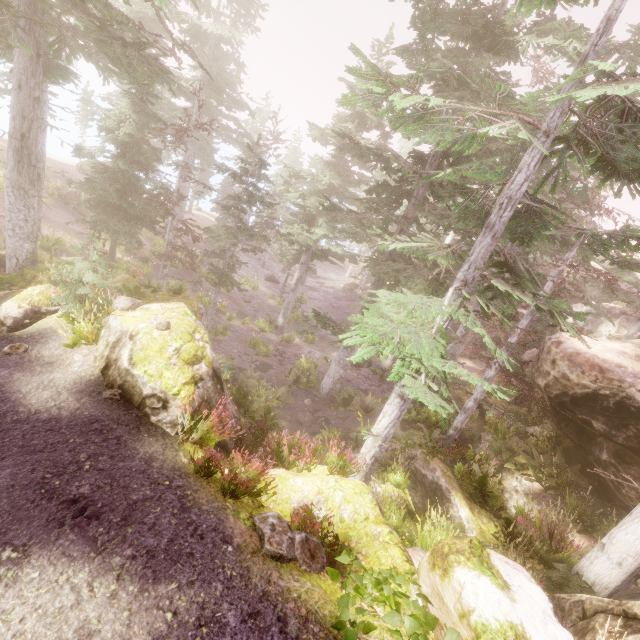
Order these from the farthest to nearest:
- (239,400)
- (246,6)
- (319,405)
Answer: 1. (246,6)
2. (319,405)
3. (239,400)

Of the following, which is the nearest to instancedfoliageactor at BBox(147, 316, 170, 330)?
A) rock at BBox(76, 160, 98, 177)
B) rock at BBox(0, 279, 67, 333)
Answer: rock at BBox(0, 279, 67, 333)

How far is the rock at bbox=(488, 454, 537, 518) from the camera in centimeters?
1172cm

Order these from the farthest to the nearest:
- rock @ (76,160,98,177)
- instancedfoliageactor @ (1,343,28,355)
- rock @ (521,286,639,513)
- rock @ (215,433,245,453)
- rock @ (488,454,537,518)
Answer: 1. rock @ (76,160,98,177)
2. rock @ (488,454,537,518)
3. rock @ (521,286,639,513)
4. rock @ (215,433,245,453)
5. instancedfoliageactor @ (1,343,28,355)

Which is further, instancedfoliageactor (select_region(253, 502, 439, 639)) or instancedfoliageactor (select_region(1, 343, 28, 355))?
instancedfoliageactor (select_region(1, 343, 28, 355))

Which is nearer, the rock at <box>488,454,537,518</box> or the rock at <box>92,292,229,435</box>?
the rock at <box>92,292,229,435</box>

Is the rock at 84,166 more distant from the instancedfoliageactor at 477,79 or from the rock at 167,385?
the rock at 167,385

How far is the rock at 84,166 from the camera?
36.06m
